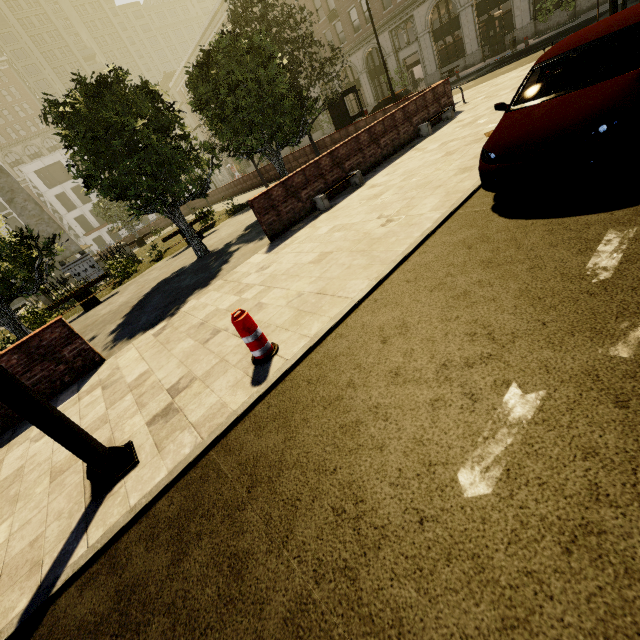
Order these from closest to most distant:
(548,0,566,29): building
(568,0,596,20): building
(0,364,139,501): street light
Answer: (0,364,139,501): street light < (568,0,596,20): building < (548,0,566,29): building

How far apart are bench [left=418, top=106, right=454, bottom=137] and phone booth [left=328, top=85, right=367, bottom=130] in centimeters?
610cm

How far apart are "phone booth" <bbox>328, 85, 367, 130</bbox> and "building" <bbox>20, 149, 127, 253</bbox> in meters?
54.9 m

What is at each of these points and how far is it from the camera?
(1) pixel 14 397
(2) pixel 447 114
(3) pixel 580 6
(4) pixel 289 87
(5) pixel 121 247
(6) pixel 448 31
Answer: (1) street light, 2.93m
(2) bench, 12.19m
(3) building, 22.30m
(4) tree, 15.14m
(5) fence, 20.78m
(6) building, 28.41m

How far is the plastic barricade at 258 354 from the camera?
3.8 meters

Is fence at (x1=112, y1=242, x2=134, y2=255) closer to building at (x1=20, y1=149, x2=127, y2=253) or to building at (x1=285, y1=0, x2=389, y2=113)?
building at (x1=285, y1=0, x2=389, y2=113)

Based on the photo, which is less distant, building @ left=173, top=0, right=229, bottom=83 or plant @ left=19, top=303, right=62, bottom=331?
plant @ left=19, top=303, right=62, bottom=331

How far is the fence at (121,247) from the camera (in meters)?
19.36
